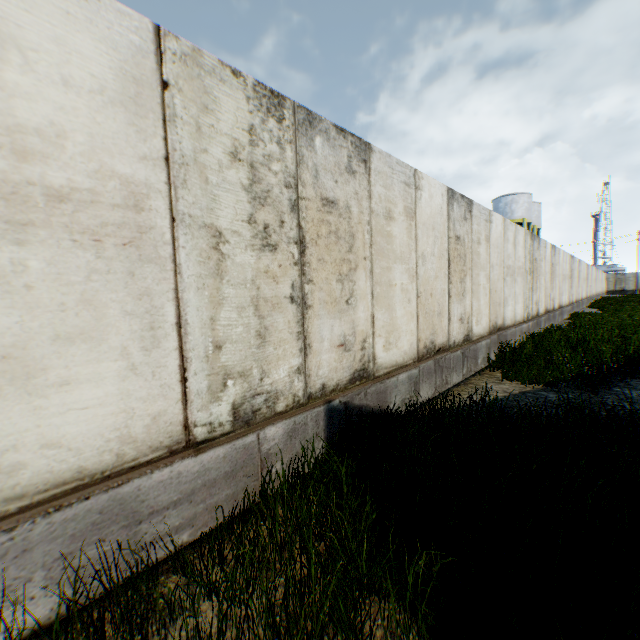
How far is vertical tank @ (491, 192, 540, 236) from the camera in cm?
3634

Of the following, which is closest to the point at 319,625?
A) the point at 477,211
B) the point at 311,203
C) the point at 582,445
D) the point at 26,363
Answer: the point at 26,363

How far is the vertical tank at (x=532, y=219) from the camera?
36.3 meters
